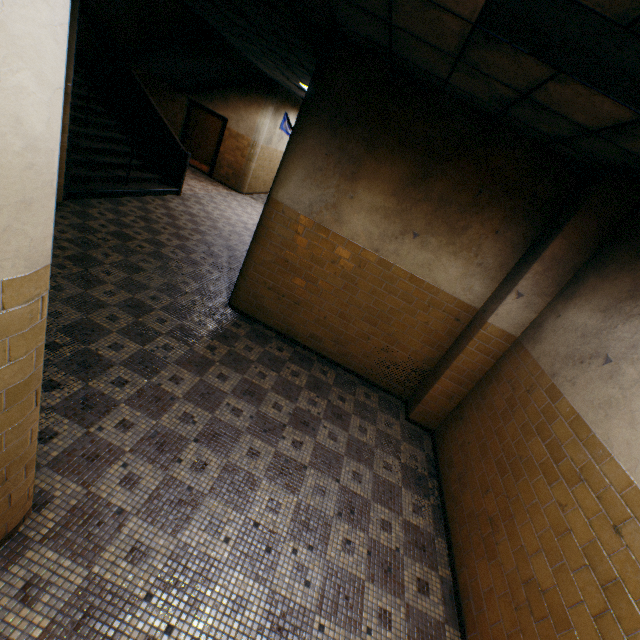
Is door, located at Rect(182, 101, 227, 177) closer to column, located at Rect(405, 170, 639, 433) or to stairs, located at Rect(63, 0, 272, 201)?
stairs, located at Rect(63, 0, 272, 201)

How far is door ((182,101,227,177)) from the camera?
12.0m

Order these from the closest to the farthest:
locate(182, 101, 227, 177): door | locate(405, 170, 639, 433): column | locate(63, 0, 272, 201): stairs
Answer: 1. locate(405, 170, 639, 433): column
2. locate(63, 0, 272, 201): stairs
3. locate(182, 101, 227, 177): door

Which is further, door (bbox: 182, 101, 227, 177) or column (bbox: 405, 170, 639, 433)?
door (bbox: 182, 101, 227, 177)

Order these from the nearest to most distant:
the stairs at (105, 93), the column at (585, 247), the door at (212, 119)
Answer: the column at (585, 247), the stairs at (105, 93), the door at (212, 119)

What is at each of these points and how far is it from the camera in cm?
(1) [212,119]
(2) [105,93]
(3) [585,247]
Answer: (1) door, 1205
(2) stairs, 843
(3) column, 369

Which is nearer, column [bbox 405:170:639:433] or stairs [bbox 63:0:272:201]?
column [bbox 405:170:639:433]

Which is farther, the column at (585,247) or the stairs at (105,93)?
the stairs at (105,93)
